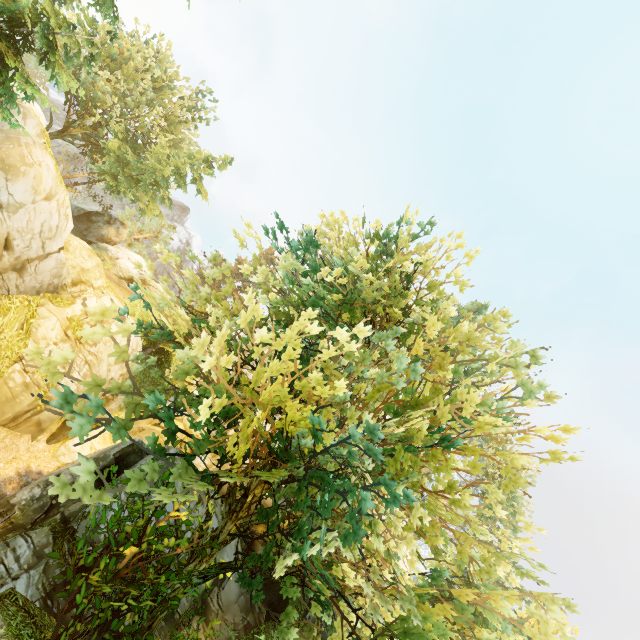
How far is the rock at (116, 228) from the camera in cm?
3316

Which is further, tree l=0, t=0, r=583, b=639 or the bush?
Answer: the bush

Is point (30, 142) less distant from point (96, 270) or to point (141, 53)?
point (96, 270)

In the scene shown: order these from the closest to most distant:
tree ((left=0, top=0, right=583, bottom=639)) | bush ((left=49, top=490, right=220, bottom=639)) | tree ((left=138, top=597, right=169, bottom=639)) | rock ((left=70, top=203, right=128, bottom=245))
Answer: tree ((left=0, top=0, right=583, bottom=639))
bush ((left=49, top=490, right=220, bottom=639))
tree ((left=138, top=597, right=169, bottom=639))
rock ((left=70, top=203, right=128, bottom=245))

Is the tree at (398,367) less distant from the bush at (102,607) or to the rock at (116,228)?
the bush at (102,607)

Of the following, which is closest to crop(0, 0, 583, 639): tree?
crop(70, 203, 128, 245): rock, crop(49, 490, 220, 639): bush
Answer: crop(49, 490, 220, 639): bush

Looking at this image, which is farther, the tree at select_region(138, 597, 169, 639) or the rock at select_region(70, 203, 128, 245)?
the rock at select_region(70, 203, 128, 245)
